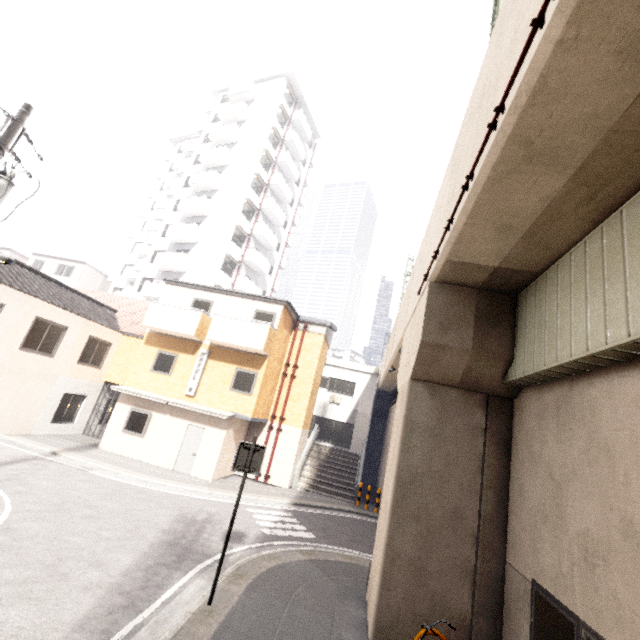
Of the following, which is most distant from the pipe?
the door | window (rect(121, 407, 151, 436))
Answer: window (rect(121, 407, 151, 436))

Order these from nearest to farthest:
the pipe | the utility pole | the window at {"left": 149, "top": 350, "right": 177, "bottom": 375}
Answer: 1. the pipe
2. the utility pole
3. the window at {"left": 149, "top": 350, "right": 177, "bottom": 375}

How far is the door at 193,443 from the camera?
14.8m

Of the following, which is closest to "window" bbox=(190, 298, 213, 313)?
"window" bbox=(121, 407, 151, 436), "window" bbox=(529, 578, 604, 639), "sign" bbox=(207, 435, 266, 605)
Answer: "window" bbox=(121, 407, 151, 436)

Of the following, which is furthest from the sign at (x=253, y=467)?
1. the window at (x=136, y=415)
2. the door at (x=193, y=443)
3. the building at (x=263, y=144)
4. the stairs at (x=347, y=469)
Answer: the building at (x=263, y=144)

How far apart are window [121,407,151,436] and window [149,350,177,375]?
1.8 meters

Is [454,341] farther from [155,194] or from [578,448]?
[155,194]

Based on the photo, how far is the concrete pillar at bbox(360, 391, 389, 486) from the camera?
24.7 meters
